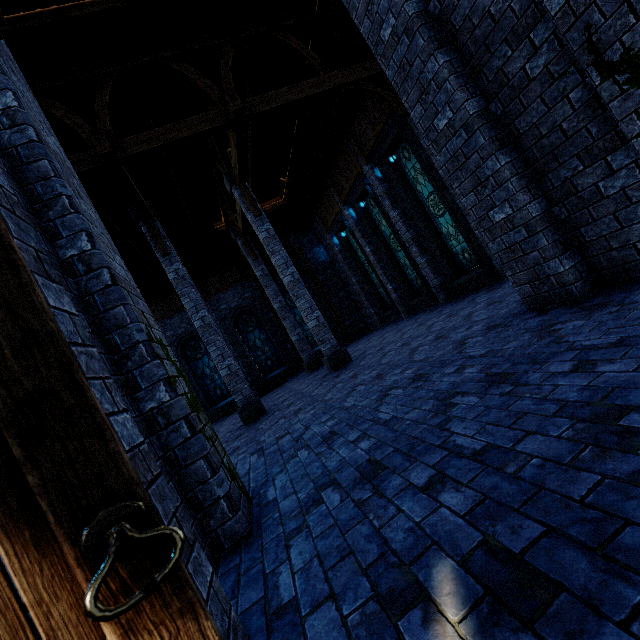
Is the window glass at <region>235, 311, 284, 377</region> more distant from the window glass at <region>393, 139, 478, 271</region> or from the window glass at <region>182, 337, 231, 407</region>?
the window glass at <region>393, 139, 478, 271</region>

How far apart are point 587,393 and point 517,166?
3.10m

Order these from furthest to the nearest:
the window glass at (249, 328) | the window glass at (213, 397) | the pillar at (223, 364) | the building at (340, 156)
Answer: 1. the window glass at (249, 328)
2. the window glass at (213, 397)
3. the pillar at (223, 364)
4. the building at (340, 156)

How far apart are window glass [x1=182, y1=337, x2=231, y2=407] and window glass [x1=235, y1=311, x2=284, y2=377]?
1.5m

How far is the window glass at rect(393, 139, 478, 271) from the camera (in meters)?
10.09

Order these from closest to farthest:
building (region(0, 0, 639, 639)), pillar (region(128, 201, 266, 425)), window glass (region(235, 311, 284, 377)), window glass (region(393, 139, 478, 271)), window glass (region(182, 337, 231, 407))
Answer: building (region(0, 0, 639, 639))
pillar (region(128, 201, 266, 425))
window glass (region(393, 139, 478, 271))
window glass (region(182, 337, 231, 407))
window glass (region(235, 311, 284, 377))

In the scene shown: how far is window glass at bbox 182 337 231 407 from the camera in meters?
16.7

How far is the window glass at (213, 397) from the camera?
16.7 meters
